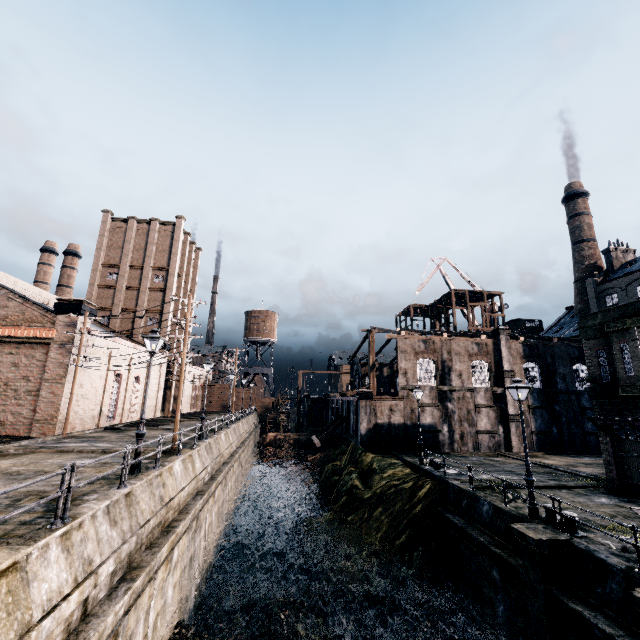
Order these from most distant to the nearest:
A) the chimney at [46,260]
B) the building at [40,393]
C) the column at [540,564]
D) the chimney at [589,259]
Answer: the chimney at [46,260], the chimney at [589,259], the building at [40,393], the column at [540,564]

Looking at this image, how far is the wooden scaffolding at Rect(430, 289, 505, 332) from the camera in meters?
51.5

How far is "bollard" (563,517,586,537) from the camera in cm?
1234

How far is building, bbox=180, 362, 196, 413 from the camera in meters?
53.2

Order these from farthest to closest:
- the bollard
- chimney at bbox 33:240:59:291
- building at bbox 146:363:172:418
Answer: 1. chimney at bbox 33:240:59:291
2. building at bbox 146:363:172:418
3. the bollard

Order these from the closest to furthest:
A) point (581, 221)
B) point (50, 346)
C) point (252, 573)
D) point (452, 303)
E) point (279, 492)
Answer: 1. point (252, 573)
2. point (50, 346)
3. point (279, 492)
4. point (452, 303)
5. point (581, 221)

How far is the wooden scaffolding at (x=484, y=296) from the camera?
51.5 meters

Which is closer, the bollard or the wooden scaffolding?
the bollard
